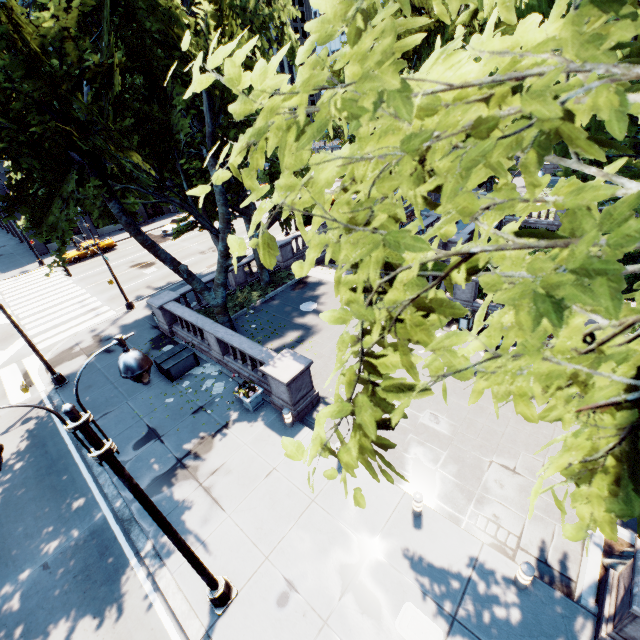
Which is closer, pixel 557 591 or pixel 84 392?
pixel 557 591

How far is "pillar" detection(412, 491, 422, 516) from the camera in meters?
8.6

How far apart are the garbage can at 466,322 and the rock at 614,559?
9.21m

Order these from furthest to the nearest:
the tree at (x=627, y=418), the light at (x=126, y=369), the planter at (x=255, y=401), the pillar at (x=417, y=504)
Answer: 1. the planter at (x=255, y=401)
2. the pillar at (x=417, y=504)
3. the light at (x=126, y=369)
4. the tree at (x=627, y=418)

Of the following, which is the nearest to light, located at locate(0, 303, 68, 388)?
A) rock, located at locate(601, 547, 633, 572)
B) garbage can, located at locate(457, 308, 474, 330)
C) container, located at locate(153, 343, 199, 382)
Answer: container, located at locate(153, 343, 199, 382)

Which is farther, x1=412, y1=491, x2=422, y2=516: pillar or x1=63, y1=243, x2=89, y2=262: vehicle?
x1=63, y1=243, x2=89, y2=262: vehicle

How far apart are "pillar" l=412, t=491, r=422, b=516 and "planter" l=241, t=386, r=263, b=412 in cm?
662

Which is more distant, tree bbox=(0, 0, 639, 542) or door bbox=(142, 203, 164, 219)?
door bbox=(142, 203, 164, 219)
